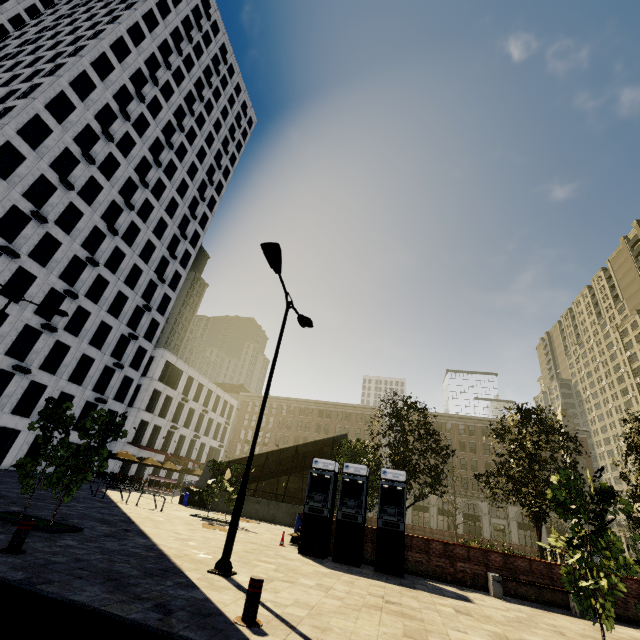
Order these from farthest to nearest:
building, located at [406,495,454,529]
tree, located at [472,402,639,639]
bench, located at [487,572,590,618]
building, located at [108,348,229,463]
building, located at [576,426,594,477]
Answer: building, located at [406,495,454,529] → building, located at [576,426,594,477] → building, located at [108,348,229,463] → bench, located at [487,572,590,618] → tree, located at [472,402,639,639]

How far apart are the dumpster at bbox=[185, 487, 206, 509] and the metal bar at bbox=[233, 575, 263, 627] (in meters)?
20.31

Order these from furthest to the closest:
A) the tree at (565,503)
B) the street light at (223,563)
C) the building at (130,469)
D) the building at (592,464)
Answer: the building at (592,464) → the building at (130,469) → the street light at (223,563) → the tree at (565,503)

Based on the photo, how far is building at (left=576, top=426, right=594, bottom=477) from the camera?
52.4 meters

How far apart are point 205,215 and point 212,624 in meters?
54.8 m

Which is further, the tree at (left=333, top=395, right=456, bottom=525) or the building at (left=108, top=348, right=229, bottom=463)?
the building at (left=108, top=348, right=229, bottom=463)

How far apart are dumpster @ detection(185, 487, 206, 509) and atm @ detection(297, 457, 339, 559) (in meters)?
12.81

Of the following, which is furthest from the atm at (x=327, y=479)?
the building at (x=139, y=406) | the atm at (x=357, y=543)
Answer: the building at (x=139, y=406)
